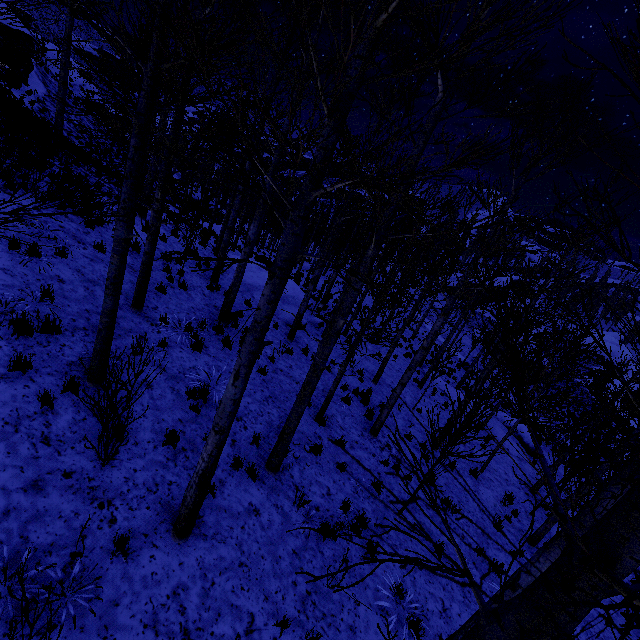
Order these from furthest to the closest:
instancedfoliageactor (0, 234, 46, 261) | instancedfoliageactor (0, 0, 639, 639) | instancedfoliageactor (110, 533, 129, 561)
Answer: instancedfoliageactor (110, 533, 129, 561) < instancedfoliageactor (0, 234, 46, 261) < instancedfoliageactor (0, 0, 639, 639)

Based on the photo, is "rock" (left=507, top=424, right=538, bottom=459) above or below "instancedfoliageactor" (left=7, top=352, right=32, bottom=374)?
below

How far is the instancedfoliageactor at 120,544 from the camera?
3.9 meters

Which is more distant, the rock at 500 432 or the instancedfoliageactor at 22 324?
the rock at 500 432

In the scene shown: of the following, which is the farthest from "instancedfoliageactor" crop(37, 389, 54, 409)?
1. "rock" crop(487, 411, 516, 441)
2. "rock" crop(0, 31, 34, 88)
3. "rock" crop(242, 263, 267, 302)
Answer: "rock" crop(0, 31, 34, 88)

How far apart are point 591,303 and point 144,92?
5.73m

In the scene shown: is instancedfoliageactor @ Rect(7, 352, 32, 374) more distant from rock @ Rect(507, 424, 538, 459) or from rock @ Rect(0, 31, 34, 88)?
rock @ Rect(0, 31, 34, 88)

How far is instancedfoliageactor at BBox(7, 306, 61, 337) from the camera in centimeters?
524cm
